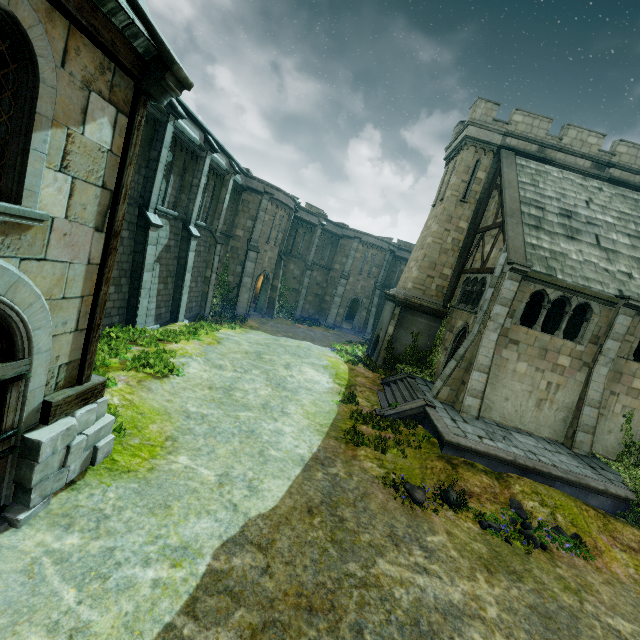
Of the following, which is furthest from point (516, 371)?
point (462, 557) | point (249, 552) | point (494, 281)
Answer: point (249, 552)

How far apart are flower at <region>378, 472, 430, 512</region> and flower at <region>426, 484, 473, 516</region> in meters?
0.3 m

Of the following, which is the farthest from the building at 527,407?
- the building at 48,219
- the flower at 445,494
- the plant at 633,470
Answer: the building at 48,219

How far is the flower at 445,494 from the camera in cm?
879

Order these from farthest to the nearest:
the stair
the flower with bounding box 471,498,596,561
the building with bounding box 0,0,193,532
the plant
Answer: the stair → the plant → the flower with bounding box 471,498,596,561 → the building with bounding box 0,0,193,532

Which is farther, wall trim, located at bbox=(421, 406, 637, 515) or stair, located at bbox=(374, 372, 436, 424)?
stair, located at bbox=(374, 372, 436, 424)

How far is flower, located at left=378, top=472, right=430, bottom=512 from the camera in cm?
870

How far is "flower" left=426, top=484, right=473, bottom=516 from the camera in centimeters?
879cm
